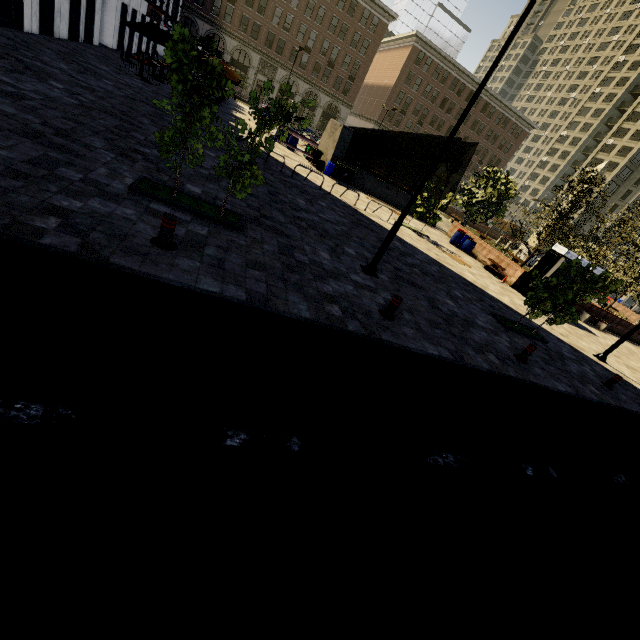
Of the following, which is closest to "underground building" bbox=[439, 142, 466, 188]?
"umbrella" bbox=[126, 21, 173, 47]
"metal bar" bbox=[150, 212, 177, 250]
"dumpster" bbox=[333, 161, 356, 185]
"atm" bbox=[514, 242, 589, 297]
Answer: "dumpster" bbox=[333, 161, 356, 185]

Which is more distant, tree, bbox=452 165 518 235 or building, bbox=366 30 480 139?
building, bbox=366 30 480 139

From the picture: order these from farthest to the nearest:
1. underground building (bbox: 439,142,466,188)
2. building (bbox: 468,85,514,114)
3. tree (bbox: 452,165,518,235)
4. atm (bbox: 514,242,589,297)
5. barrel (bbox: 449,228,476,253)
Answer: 1. building (bbox: 468,85,514,114)
2. underground building (bbox: 439,142,466,188)
3. tree (bbox: 452,165,518,235)
4. barrel (bbox: 449,228,476,253)
5. atm (bbox: 514,242,589,297)

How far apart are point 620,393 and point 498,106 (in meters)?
68.15

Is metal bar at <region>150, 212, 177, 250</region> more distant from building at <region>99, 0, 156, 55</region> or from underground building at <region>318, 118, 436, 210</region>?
building at <region>99, 0, 156, 55</region>

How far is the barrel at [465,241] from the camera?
22.72m

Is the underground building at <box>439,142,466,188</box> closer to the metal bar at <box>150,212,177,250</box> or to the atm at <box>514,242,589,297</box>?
the atm at <box>514,242,589,297</box>

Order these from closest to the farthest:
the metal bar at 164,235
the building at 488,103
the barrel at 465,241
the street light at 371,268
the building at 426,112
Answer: the metal bar at 164,235 < the street light at 371,268 < the barrel at 465,241 < the building at 426,112 < the building at 488,103
